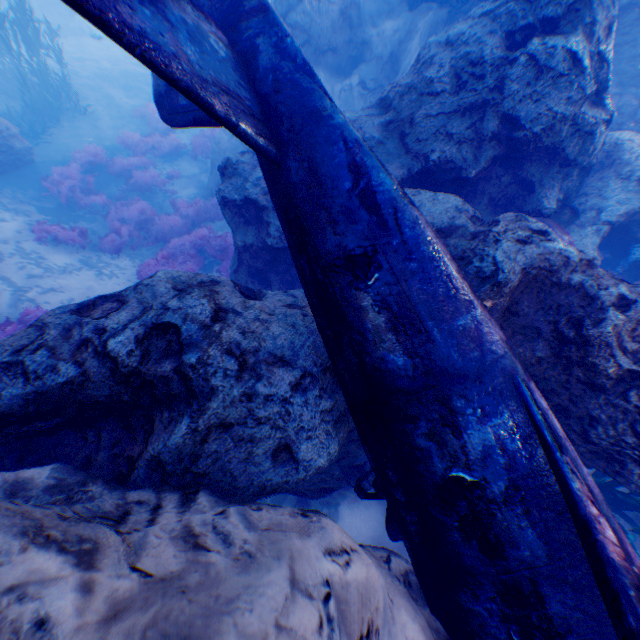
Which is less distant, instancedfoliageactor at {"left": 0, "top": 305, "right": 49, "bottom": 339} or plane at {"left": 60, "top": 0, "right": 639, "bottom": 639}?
plane at {"left": 60, "top": 0, "right": 639, "bottom": 639}

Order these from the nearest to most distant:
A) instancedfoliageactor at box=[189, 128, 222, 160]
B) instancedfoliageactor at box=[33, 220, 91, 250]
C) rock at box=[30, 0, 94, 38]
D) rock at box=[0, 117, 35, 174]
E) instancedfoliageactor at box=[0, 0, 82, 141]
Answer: instancedfoliageactor at box=[33, 220, 91, 250] → rock at box=[0, 117, 35, 174] → instancedfoliageactor at box=[0, 0, 82, 141] → instancedfoliageactor at box=[189, 128, 222, 160] → rock at box=[30, 0, 94, 38]

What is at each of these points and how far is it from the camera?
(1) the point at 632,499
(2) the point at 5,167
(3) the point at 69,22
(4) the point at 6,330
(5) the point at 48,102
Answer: (1) instancedfoliageactor, 3.8 meters
(2) rock, 10.6 meters
(3) rock, 22.1 meters
(4) instancedfoliageactor, 6.2 meters
(5) instancedfoliageactor, 13.0 meters

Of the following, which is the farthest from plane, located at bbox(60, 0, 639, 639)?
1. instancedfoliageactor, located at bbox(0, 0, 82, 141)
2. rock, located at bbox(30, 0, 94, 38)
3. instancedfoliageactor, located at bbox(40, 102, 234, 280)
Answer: instancedfoliageactor, located at bbox(0, 0, 82, 141)

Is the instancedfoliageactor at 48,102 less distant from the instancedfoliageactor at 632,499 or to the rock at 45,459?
the rock at 45,459

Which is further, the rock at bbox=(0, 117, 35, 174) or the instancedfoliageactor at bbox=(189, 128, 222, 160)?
the instancedfoliageactor at bbox=(189, 128, 222, 160)

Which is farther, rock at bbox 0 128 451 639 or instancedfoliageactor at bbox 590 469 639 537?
instancedfoliageactor at bbox 590 469 639 537

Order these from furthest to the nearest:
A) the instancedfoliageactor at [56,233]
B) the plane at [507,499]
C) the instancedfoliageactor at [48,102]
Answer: the instancedfoliageactor at [48,102] < the instancedfoliageactor at [56,233] < the plane at [507,499]
